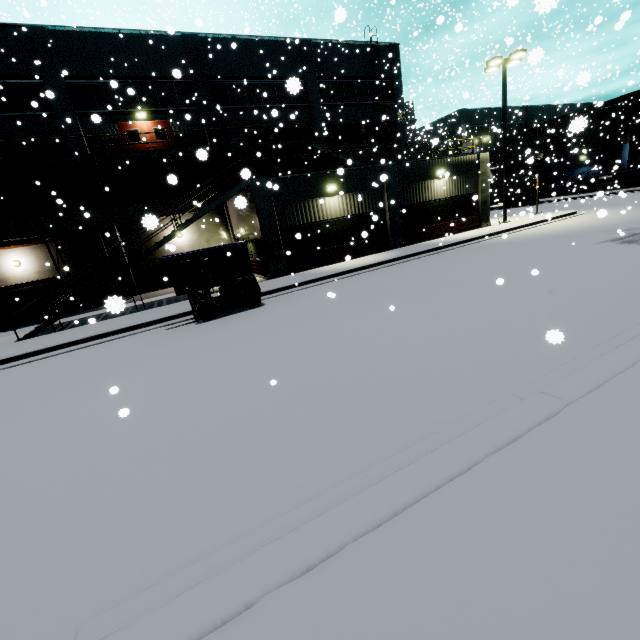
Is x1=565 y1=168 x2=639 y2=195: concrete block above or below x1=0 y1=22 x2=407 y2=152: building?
below

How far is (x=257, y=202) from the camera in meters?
16.1

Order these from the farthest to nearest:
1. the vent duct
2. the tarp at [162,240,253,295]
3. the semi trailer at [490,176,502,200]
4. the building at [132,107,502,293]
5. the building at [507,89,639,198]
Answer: the building at [507,89,639,198], the semi trailer at [490,176,502,200], the vent duct, the building at [132,107,502,293], the tarp at [162,240,253,295]

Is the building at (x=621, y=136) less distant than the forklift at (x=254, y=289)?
No

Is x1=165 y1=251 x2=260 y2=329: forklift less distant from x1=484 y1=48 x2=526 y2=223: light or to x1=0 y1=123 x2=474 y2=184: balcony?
x1=0 y1=123 x2=474 y2=184: balcony

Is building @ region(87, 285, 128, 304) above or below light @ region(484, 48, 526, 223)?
below

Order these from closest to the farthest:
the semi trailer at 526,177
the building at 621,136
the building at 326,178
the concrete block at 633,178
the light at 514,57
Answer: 1. the building at 326,178
2. the light at 514,57
3. the concrete block at 633,178
4. the building at 621,136
5. the semi trailer at 526,177

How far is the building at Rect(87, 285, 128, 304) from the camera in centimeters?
249cm
